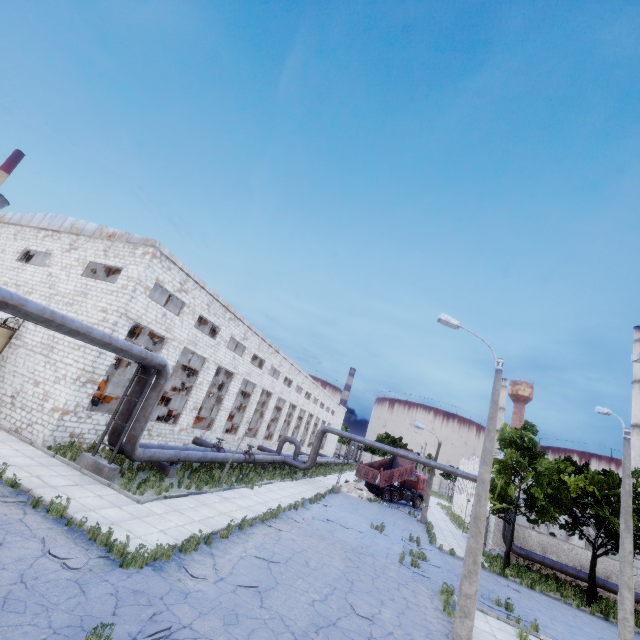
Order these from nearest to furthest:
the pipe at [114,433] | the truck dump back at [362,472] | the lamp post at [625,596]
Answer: the lamp post at [625,596], the pipe at [114,433], the truck dump back at [362,472]

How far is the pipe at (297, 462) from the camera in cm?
2757

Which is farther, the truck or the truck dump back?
the truck

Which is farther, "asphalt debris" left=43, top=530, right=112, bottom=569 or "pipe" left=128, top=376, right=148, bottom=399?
"pipe" left=128, top=376, right=148, bottom=399

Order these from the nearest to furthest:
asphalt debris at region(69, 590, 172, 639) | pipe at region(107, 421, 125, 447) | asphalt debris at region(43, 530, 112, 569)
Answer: asphalt debris at region(69, 590, 172, 639) → asphalt debris at region(43, 530, 112, 569) → pipe at region(107, 421, 125, 447)

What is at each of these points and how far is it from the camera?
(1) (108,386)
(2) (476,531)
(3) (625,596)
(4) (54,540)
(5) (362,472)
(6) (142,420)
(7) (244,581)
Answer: (1) cable machine, 33.5m
(2) lamp post, 9.9m
(3) lamp post, 12.4m
(4) asphalt debris, 8.0m
(5) truck dump back, 35.1m
(6) pipe, 14.2m
(7) asphalt debris, 9.1m

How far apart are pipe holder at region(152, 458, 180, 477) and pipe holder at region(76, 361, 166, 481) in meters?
3.3 m

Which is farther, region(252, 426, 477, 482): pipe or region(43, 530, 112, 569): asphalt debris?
region(252, 426, 477, 482): pipe
